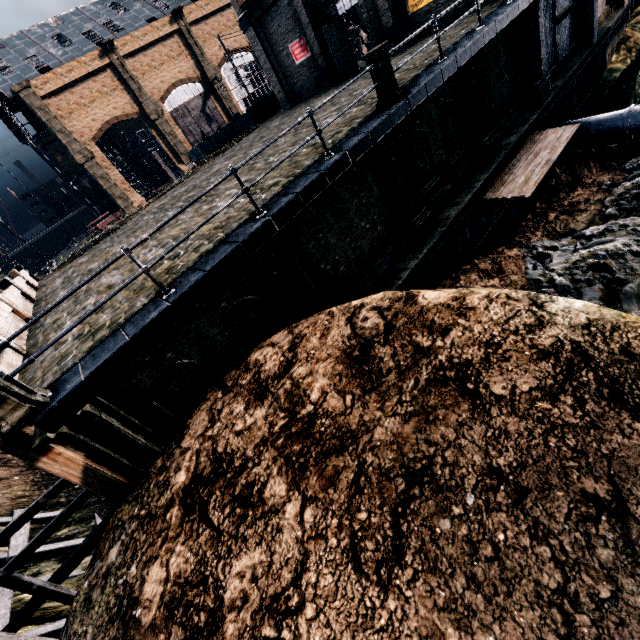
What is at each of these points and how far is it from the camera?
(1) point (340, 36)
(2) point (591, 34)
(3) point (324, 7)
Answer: (1) door, 21.2 meters
(2) building, 18.8 meters
(3) building, 21.1 meters

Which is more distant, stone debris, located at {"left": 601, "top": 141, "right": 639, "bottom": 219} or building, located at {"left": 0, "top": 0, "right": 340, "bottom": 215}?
building, located at {"left": 0, "top": 0, "right": 340, "bottom": 215}

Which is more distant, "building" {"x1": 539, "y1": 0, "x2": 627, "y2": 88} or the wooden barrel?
the wooden barrel

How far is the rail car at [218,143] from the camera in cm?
4356

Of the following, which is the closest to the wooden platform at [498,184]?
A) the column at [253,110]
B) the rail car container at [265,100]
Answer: the column at [253,110]

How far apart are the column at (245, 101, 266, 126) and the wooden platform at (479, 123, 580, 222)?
25.36m

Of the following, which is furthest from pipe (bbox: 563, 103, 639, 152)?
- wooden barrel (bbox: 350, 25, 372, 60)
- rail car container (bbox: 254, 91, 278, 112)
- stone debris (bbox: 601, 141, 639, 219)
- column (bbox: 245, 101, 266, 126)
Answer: rail car container (bbox: 254, 91, 278, 112)
